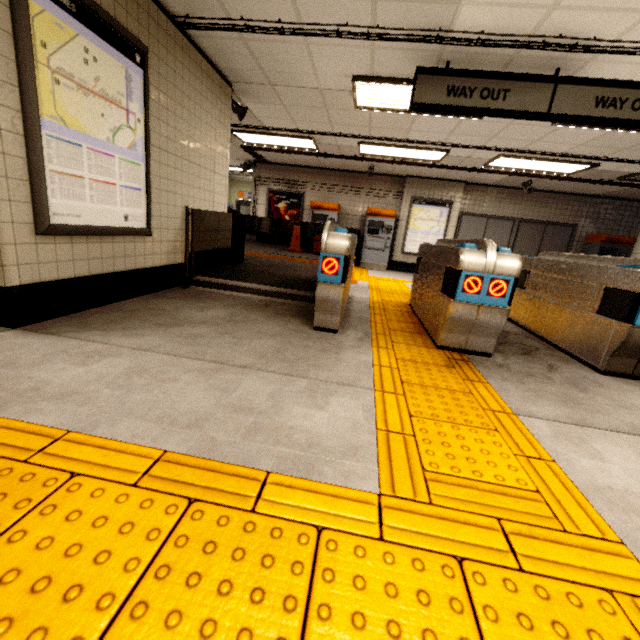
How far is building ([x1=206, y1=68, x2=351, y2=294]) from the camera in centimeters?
449cm

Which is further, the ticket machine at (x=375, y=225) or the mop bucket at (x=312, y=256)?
the ticket machine at (x=375, y=225)

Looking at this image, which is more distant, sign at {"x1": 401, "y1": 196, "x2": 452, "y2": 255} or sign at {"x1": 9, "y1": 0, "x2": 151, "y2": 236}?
sign at {"x1": 401, "y1": 196, "x2": 452, "y2": 255}

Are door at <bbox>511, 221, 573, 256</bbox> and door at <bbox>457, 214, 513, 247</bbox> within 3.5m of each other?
yes

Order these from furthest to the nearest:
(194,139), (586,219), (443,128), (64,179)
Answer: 1. (586,219)
2. (443,128)
3. (194,139)
4. (64,179)

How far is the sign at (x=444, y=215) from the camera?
10.1 meters

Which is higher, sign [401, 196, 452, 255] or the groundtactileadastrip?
sign [401, 196, 452, 255]

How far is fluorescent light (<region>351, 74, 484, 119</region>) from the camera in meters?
4.2
